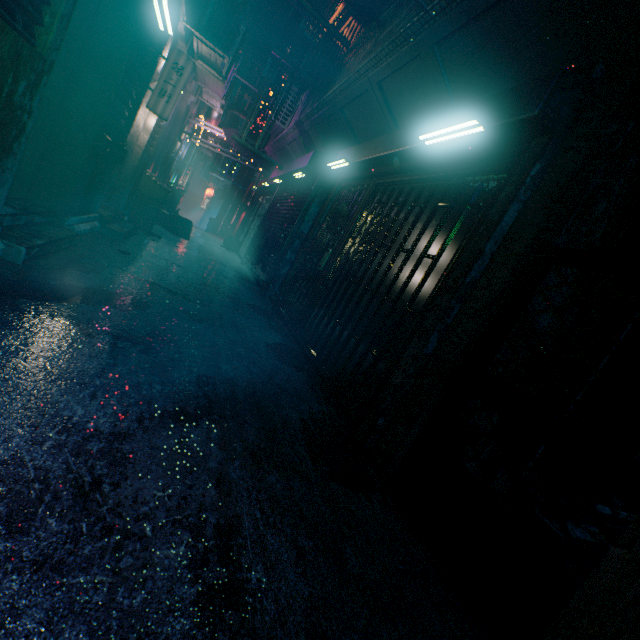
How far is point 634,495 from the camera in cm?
122

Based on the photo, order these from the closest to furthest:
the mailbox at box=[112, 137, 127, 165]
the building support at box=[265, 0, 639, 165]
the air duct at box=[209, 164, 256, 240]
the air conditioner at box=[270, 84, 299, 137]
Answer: the building support at box=[265, 0, 639, 165]
the mailbox at box=[112, 137, 127, 165]
the air conditioner at box=[270, 84, 299, 137]
the air duct at box=[209, 164, 256, 240]

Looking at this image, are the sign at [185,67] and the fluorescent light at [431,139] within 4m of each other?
yes

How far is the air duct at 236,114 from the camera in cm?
832

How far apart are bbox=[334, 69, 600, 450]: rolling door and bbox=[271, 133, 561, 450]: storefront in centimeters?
0cm

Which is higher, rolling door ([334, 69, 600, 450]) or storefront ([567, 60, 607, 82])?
storefront ([567, 60, 607, 82])

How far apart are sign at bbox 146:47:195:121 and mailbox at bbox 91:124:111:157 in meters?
1.0 m

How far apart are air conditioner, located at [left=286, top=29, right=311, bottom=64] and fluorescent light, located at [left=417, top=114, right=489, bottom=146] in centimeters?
702cm
